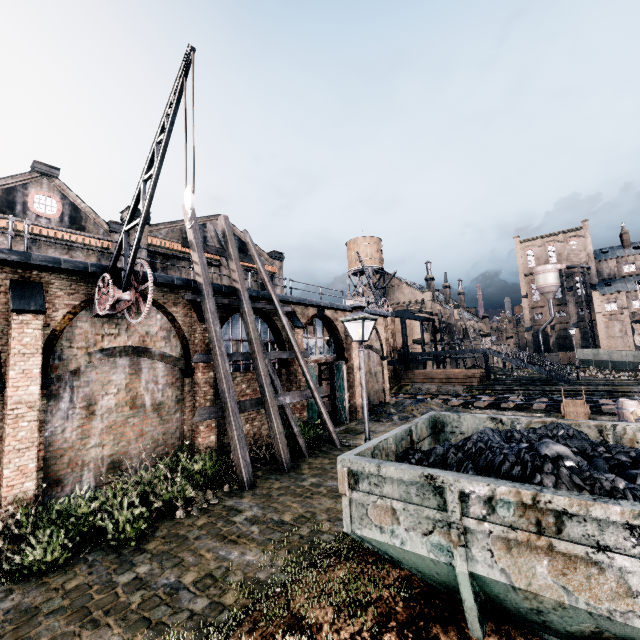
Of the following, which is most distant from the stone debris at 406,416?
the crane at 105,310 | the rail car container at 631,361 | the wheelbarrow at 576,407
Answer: the rail car container at 631,361

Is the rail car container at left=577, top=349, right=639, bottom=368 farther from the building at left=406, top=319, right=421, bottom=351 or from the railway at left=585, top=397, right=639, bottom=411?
the railway at left=585, top=397, right=639, bottom=411

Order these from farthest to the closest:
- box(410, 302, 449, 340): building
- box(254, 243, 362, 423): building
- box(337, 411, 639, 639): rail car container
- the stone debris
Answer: box(410, 302, 449, 340): building, the stone debris, box(254, 243, 362, 423): building, box(337, 411, 639, 639): rail car container

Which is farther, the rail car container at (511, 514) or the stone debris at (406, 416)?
the stone debris at (406, 416)

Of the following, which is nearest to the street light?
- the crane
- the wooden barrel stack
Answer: the crane

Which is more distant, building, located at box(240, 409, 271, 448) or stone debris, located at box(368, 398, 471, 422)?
stone debris, located at box(368, 398, 471, 422)

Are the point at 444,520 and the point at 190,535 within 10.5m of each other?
yes

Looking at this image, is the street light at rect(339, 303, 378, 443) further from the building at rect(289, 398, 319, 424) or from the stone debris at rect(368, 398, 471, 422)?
the stone debris at rect(368, 398, 471, 422)
